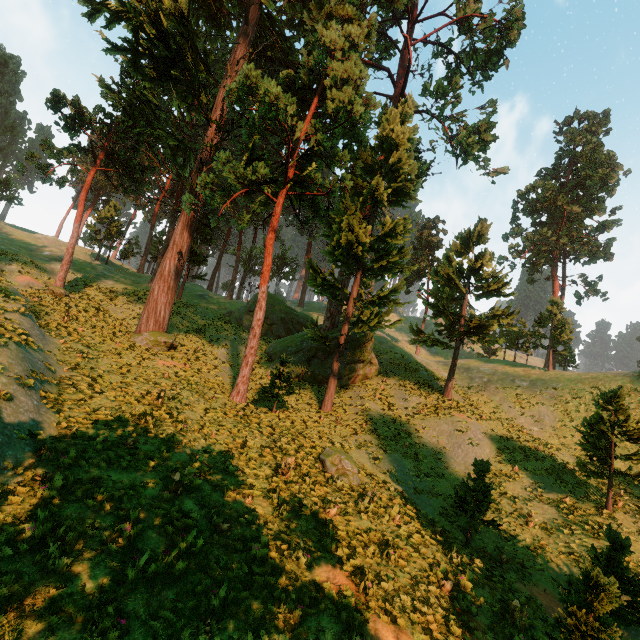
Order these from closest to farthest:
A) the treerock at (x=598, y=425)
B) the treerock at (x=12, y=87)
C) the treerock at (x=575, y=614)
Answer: the treerock at (x=575, y=614)
the treerock at (x=598, y=425)
the treerock at (x=12, y=87)

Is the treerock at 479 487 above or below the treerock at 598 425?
below

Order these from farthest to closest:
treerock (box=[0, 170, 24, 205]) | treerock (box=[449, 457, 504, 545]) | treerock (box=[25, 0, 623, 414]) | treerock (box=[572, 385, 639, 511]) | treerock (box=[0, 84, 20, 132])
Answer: treerock (box=[0, 84, 20, 132]) → treerock (box=[0, 170, 24, 205]) → treerock (box=[25, 0, 623, 414]) → treerock (box=[572, 385, 639, 511]) → treerock (box=[449, 457, 504, 545])

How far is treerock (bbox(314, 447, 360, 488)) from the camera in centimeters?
1373cm

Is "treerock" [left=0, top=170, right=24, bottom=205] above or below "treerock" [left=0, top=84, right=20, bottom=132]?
below

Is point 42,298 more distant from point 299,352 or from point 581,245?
point 581,245
